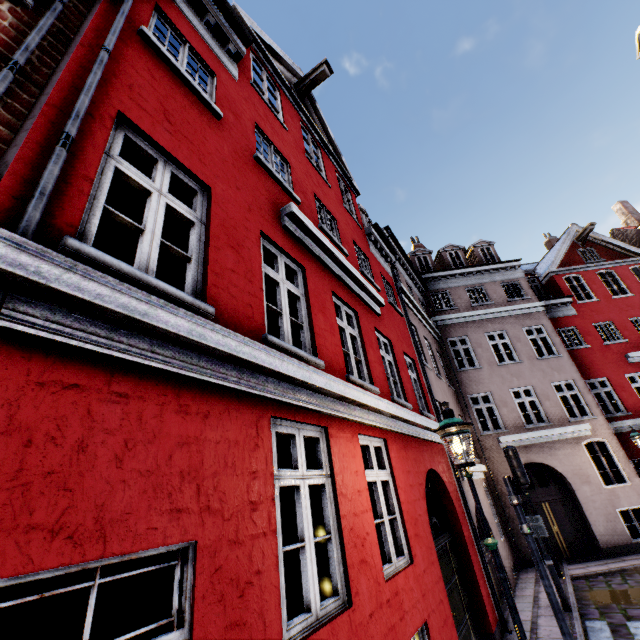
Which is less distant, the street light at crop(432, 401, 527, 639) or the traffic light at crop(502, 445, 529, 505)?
the street light at crop(432, 401, 527, 639)

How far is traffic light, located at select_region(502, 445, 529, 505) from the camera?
6.5 meters

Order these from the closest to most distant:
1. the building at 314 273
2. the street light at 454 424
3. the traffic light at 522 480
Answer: the building at 314 273, the street light at 454 424, the traffic light at 522 480

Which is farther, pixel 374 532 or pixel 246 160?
pixel 246 160

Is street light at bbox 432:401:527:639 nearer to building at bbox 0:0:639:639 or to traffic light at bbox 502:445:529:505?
building at bbox 0:0:639:639

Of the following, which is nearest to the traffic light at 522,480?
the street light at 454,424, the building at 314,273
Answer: the building at 314,273

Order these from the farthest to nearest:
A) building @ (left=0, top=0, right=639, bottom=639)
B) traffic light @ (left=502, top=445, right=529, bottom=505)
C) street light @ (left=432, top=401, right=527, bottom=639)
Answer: traffic light @ (left=502, top=445, right=529, bottom=505)
street light @ (left=432, top=401, right=527, bottom=639)
building @ (left=0, top=0, right=639, bottom=639)
